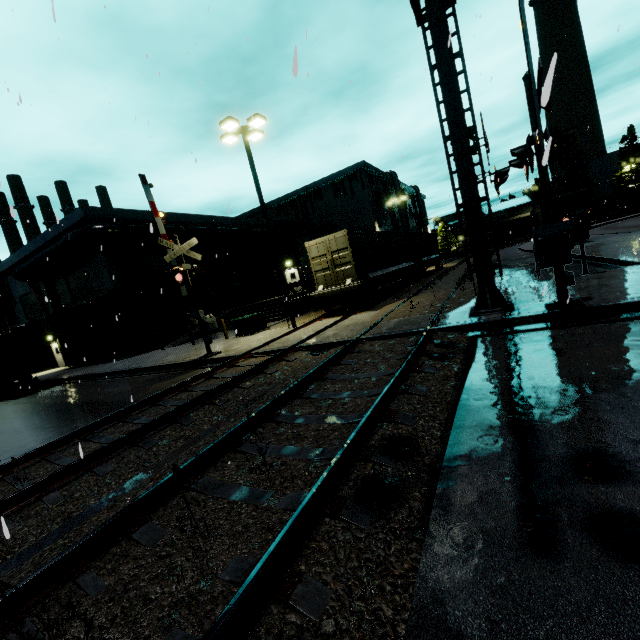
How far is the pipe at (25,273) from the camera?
21.56m

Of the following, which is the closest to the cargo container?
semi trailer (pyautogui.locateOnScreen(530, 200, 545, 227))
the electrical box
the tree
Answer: semi trailer (pyautogui.locateOnScreen(530, 200, 545, 227))

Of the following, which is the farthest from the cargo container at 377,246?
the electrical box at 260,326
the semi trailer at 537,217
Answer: the electrical box at 260,326

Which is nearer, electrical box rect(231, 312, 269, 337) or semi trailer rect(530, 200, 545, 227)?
electrical box rect(231, 312, 269, 337)

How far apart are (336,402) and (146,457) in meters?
3.4 m

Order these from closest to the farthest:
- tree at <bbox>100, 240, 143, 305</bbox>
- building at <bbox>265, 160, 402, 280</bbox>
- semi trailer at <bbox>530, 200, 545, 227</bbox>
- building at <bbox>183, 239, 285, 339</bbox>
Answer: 1. tree at <bbox>100, 240, 143, 305</bbox>
2. semi trailer at <bbox>530, 200, 545, 227</bbox>
3. building at <bbox>183, 239, 285, 339</bbox>
4. building at <bbox>265, 160, 402, 280</bbox>

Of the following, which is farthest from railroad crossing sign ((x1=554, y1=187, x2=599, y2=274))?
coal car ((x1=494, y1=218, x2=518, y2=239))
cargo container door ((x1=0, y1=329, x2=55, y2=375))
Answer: coal car ((x1=494, y1=218, x2=518, y2=239))

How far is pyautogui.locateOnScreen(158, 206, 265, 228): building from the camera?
27.4 meters
